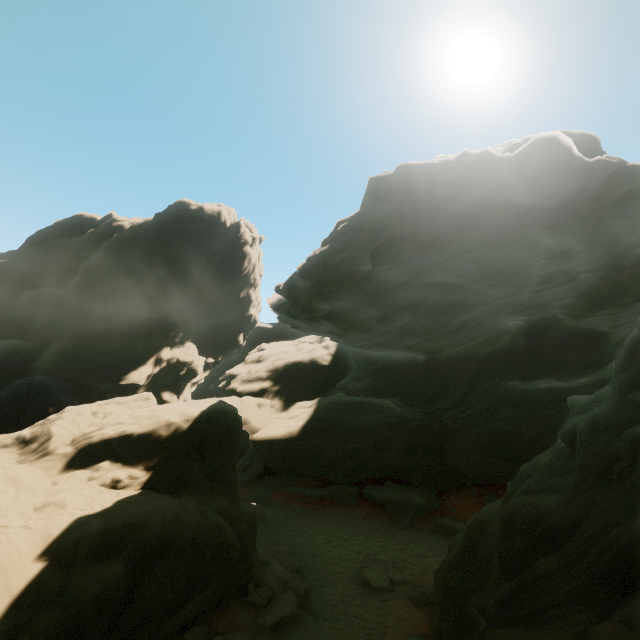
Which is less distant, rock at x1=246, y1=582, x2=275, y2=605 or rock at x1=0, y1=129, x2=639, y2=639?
rock at x1=0, y1=129, x2=639, y2=639

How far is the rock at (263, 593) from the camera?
10.9 meters

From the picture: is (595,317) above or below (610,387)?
above

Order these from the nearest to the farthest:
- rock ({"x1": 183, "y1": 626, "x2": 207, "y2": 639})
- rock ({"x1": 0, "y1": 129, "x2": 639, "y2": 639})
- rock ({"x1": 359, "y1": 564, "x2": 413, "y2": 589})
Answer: rock ({"x1": 0, "y1": 129, "x2": 639, "y2": 639}) < rock ({"x1": 183, "y1": 626, "x2": 207, "y2": 639}) < rock ({"x1": 359, "y1": 564, "x2": 413, "y2": 589})

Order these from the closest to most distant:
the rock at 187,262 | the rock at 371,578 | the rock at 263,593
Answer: the rock at 187,262 < the rock at 263,593 < the rock at 371,578

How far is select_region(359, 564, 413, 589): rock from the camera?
13.7m
